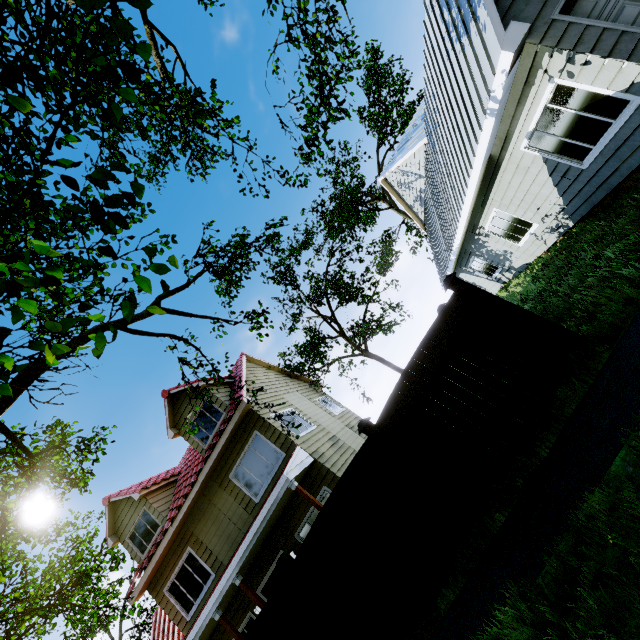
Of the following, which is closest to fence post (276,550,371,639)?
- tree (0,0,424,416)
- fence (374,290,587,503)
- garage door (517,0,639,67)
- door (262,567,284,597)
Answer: fence (374,290,587,503)

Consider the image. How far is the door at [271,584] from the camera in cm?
1057

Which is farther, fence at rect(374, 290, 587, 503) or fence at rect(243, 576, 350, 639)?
fence at rect(243, 576, 350, 639)

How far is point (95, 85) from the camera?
7.3m

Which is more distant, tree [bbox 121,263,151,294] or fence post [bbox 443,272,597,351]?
fence post [bbox 443,272,597,351]

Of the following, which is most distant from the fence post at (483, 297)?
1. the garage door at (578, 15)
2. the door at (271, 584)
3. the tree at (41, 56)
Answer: the door at (271, 584)

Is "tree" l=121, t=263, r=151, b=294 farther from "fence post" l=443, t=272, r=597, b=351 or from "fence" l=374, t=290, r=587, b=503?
"fence post" l=443, t=272, r=597, b=351

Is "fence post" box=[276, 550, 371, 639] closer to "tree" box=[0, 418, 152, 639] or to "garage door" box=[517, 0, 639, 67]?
"tree" box=[0, 418, 152, 639]
